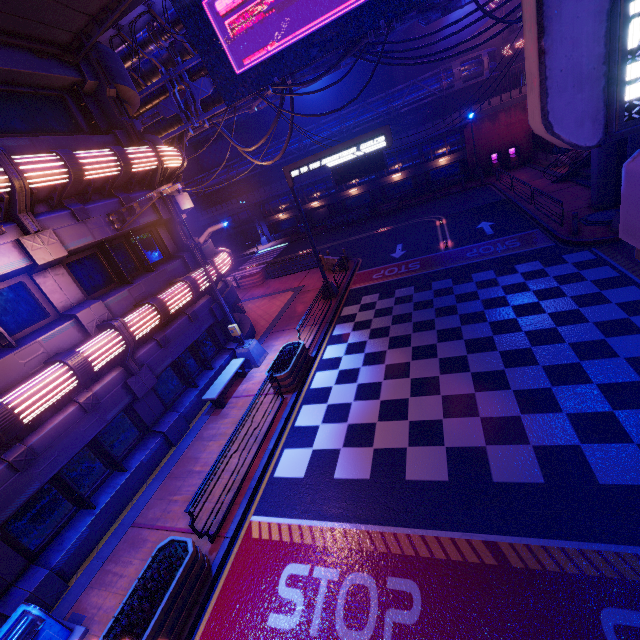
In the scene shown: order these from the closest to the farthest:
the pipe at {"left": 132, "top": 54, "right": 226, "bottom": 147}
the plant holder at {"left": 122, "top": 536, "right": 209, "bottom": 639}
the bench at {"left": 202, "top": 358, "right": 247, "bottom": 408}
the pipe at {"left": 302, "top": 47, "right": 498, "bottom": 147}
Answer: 1. the plant holder at {"left": 122, "top": 536, "right": 209, "bottom": 639}
2. the bench at {"left": 202, "top": 358, "right": 247, "bottom": 408}
3. the pipe at {"left": 132, "top": 54, "right": 226, "bottom": 147}
4. the pipe at {"left": 302, "top": 47, "right": 498, "bottom": 147}

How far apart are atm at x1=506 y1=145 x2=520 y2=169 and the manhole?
19.0m

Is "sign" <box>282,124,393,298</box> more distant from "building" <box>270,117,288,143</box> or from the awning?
"building" <box>270,117,288,143</box>

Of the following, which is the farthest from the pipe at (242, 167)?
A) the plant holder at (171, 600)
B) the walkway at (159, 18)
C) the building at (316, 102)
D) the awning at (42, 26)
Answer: the plant holder at (171, 600)

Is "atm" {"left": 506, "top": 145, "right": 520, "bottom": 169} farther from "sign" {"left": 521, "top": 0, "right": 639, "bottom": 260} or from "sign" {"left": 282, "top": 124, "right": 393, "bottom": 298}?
"sign" {"left": 282, "top": 124, "right": 393, "bottom": 298}

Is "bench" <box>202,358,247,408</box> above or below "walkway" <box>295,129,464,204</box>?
below

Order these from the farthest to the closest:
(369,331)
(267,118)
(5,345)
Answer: (267,118)
(369,331)
(5,345)

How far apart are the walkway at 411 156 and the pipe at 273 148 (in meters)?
2.78
